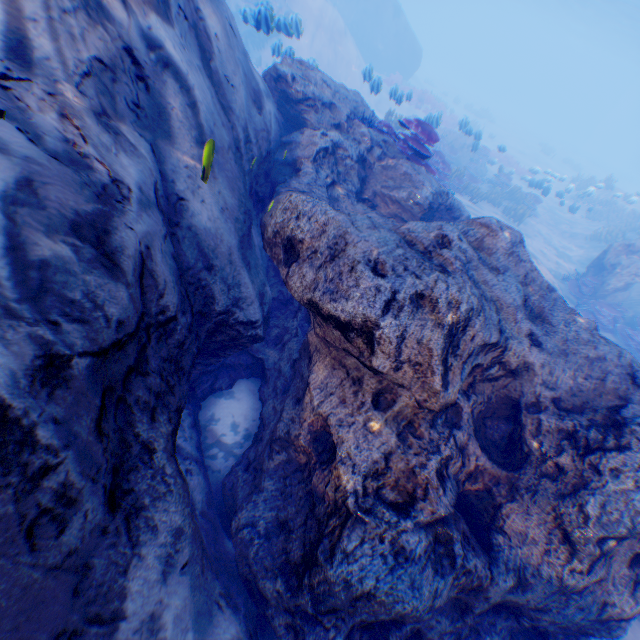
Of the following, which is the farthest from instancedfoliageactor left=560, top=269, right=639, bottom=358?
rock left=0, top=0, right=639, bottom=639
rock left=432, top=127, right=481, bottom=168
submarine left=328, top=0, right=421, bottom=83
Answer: submarine left=328, top=0, right=421, bottom=83

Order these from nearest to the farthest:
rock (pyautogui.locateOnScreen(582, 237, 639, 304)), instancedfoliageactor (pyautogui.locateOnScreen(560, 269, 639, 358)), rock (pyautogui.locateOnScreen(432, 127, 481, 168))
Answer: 1. instancedfoliageactor (pyautogui.locateOnScreen(560, 269, 639, 358))
2. rock (pyautogui.locateOnScreen(582, 237, 639, 304))
3. rock (pyautogui.locateOnScreen(432, 127, 481, 168))

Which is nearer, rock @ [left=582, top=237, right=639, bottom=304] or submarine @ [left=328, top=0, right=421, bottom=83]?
rock @ [left=582, top=237, right=639, bottom=304]

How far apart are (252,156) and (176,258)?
2.4m

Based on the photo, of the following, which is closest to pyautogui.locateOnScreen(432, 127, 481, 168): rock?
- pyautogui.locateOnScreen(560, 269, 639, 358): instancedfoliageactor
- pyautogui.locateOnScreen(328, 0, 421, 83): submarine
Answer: pyautogui.locateOnScreen(328, 0, 421, 83): submarine

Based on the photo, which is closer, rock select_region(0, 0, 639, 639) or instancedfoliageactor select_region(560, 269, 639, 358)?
rock select_region(0, 0, 639, 639)

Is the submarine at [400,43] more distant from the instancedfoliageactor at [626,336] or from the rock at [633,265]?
the instancedfoliageactor at [626,336]

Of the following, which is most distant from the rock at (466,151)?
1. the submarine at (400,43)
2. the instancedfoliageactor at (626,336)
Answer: the instancedfoliageactor at (626,336)
